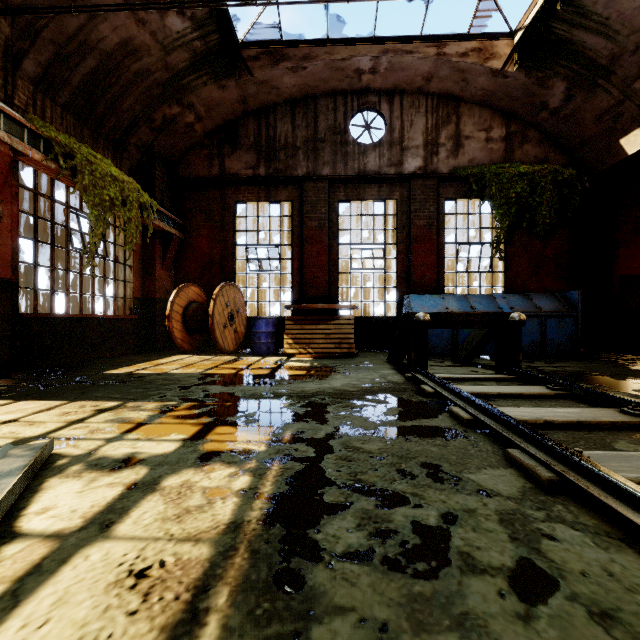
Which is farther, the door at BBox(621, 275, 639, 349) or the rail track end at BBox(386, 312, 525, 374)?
the door at BBox(621, 275, 639, 349)

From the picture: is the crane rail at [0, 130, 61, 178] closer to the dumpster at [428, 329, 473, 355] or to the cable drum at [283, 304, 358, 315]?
the cable drum at [283, 304, 358, 315]

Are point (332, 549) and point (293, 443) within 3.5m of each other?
yes

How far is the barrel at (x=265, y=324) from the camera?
8.0 meters

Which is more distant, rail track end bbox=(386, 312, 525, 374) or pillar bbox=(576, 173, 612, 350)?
pillar bbox=(576, 173, 612, 350)

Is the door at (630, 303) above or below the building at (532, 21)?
below

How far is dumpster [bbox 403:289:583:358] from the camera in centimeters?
734cm

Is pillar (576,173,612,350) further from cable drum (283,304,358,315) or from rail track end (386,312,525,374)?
cable drum (283,304,358,315)
